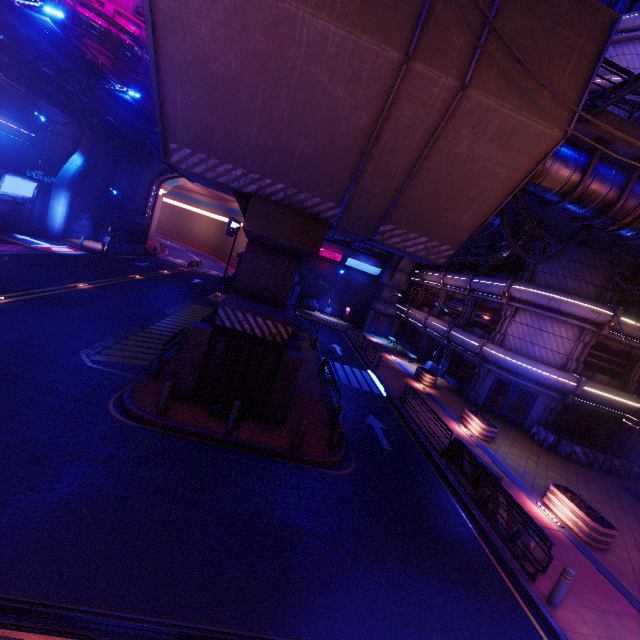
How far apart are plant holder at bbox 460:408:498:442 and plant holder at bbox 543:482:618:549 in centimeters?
410cm

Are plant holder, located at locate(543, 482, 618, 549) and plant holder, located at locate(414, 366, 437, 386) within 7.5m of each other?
no

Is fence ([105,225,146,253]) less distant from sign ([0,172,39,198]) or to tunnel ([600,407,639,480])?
sign ([0,172,39,198])

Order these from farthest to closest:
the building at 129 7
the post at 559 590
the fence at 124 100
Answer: the building at 129 7 < the fence at 124 100 < the post at 559 590

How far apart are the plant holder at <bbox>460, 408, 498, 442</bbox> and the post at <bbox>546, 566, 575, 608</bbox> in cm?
953

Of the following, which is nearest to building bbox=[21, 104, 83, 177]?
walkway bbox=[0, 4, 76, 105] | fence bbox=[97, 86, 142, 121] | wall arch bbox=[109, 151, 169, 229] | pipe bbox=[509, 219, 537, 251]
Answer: wall arch bbox=[109, 151, 169, 229]

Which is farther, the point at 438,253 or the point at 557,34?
the point at 438,253

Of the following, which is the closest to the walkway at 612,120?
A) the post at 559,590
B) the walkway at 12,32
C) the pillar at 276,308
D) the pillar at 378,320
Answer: the pillar at 276,308
